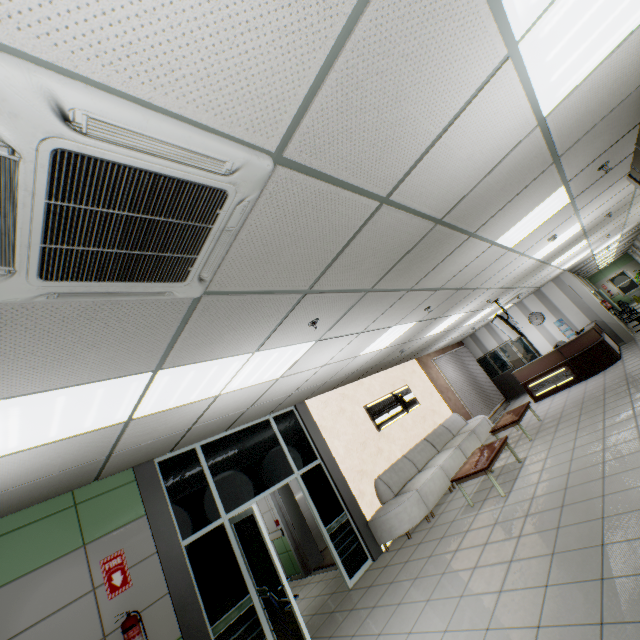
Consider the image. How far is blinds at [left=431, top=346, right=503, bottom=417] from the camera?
11.95m

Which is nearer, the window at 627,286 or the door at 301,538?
the door at 301,538

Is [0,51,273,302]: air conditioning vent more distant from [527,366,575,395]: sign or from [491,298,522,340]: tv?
[527,366,575,395]: sign

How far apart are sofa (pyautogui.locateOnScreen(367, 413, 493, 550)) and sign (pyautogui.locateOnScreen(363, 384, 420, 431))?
0.8 meters

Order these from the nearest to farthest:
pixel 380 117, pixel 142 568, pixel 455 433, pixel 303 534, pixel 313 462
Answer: pixel 380 117 → pixel 142 568 → pixel 313 462 → pixel 303 534 → pixel 455 433

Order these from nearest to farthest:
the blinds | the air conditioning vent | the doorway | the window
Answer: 1. the air conditioning vent
2. the doorway
3. the blinds
4. the window

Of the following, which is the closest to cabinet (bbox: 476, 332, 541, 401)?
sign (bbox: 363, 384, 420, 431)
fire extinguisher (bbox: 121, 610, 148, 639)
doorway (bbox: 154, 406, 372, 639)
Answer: sign (bbox: 363, 384, 420, 431)

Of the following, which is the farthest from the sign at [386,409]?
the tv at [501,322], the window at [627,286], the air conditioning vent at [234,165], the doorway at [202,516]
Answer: the window at [627,286]
